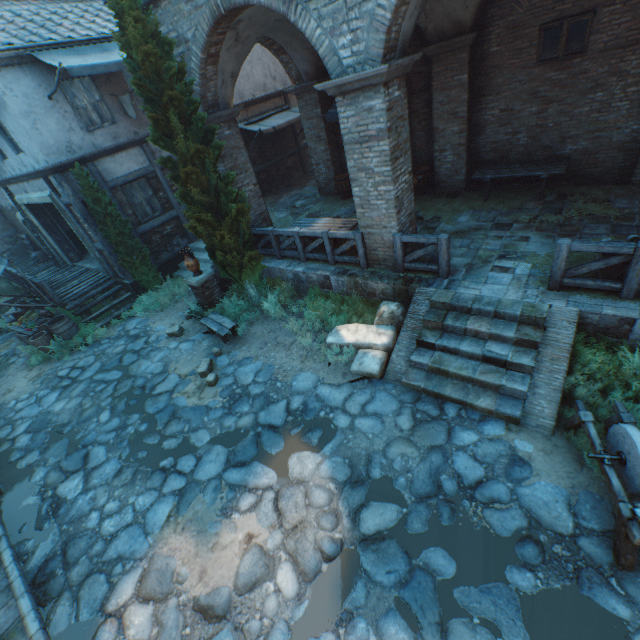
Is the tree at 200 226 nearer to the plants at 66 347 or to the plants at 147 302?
the plants at 147 302

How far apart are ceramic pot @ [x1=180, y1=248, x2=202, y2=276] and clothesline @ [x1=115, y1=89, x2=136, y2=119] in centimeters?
439cm

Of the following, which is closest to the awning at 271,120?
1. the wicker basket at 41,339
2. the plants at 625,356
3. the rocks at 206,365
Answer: → the wicker basket at 41,339

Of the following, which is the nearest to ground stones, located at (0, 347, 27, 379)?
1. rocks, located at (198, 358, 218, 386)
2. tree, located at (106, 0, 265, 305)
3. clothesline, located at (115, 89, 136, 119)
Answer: tree, located at (106, 0, 265, 305)

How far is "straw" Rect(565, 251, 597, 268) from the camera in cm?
634

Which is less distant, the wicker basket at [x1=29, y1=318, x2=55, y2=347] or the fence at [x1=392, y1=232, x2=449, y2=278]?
the fence at [x1=392, y1=232, x2=449, y2=278]

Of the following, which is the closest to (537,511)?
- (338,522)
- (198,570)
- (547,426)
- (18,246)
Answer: (547,426)

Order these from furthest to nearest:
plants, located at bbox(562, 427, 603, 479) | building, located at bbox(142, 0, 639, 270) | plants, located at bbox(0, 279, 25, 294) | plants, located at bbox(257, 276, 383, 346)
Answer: plants, located at bbox(0, 279, 25, 294) → plants, located at bbox(257, 276, 383, 346) → building, located at bbox(142, 0, 639, 270) → plants, located at bbox(562, 427, 603, 479)
